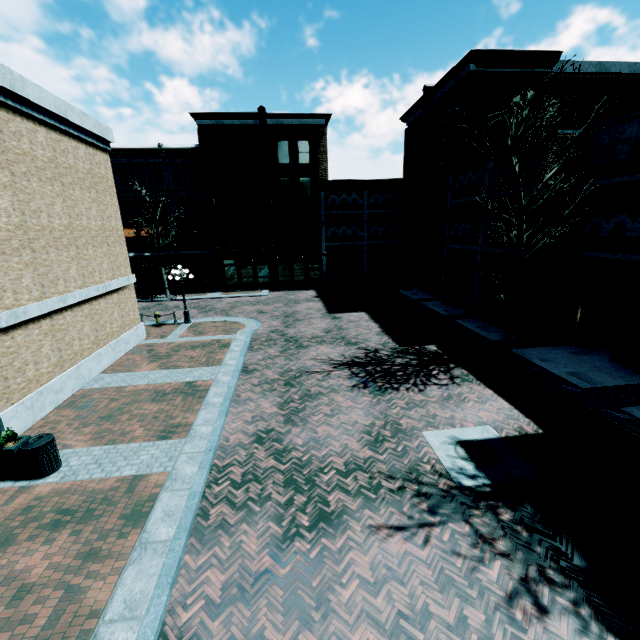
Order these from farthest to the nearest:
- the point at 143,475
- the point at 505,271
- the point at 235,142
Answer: the point at 235,142 → the point at 505,271 → the point at 143,475

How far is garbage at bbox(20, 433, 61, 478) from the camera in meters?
7.4

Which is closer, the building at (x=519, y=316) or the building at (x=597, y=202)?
the building at (x=597, y=202)

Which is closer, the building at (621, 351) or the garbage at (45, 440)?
the garbage at (45, 440)

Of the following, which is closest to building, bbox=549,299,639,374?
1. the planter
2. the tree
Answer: the planter

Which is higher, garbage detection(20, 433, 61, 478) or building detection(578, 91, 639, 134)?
building detection(578, 91, 639, 134)

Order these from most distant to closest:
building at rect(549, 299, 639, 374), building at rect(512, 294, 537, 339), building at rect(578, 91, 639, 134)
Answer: building at rect(512, 294, 537, 339)
building at rect(549, 299, 639, 374)
building at rect(578, 91, 639, 134)

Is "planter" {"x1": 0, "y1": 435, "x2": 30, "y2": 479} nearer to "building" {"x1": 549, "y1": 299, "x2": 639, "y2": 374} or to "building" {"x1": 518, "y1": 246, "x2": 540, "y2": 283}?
"building" {"x1": 549, "y1": 299, "x2": 639, "y2": 374}
